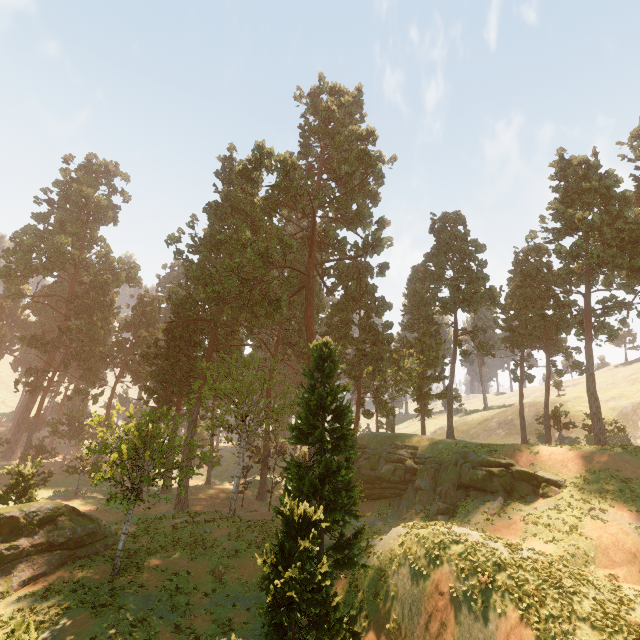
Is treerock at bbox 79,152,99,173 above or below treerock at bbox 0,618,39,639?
above

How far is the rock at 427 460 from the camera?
24.6m

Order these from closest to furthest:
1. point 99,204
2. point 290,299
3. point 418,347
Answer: point 290,299 < point 418,347 < point 99,204

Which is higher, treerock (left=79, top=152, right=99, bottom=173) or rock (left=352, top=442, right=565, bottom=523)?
treerock (left=79, top=152, right=99, bottom=173)

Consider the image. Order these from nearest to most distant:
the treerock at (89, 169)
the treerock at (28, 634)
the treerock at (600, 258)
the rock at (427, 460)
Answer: the treerock at (28, 634) → the treerock at (600, 258) → the rock at (427, 460) → the treerock at (89, 169)

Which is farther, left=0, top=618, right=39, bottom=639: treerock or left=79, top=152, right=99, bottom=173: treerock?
left=79, top=152, right=99, bottom=173: treerock
